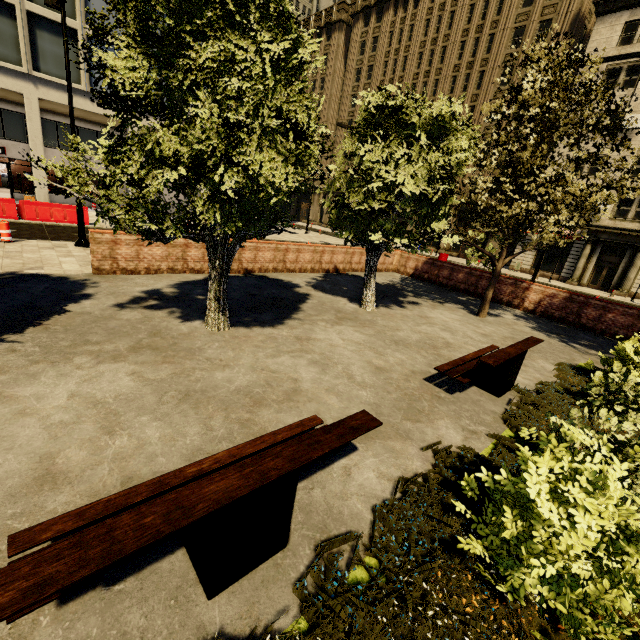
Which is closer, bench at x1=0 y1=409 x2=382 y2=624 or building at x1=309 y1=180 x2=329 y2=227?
bench at x1=0 y1=409 x2=382 y2=624

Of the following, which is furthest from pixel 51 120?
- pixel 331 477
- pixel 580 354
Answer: pixel 580 354

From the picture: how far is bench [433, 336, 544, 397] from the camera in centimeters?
539cm

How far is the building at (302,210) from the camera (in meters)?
53.53

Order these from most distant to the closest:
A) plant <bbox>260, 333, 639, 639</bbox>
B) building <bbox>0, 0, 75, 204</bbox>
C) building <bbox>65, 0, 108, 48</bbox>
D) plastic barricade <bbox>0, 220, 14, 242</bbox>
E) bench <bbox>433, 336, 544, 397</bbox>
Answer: building <bbox>65, 0, 108, 48</bbox> → building <bbox>0, 0, 75, 204</bbox> → plastic barricade <bbox>0, 220, 14, 242</bbox> → bench <bbox>433, 336, 544, 397</bbox> → plant <bbox>260, 333, 639, 639</bbox>

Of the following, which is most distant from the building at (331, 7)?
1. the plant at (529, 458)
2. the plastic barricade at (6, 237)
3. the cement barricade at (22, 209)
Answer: the plant at (529, 458)

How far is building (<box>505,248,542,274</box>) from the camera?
29.7m
